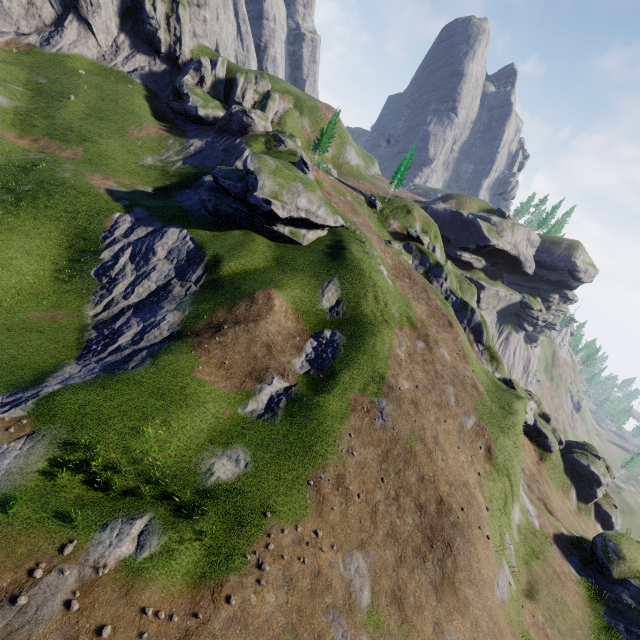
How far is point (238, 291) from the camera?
28.2 meters
